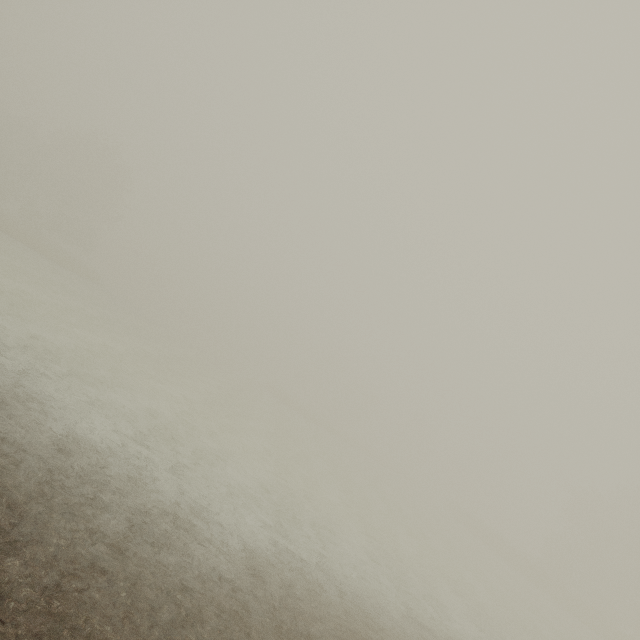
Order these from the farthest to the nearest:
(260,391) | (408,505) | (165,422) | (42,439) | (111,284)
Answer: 1. (111,284)
2. (260,391)
3. (408,505)
4. (165,422)
5. (42,439)
